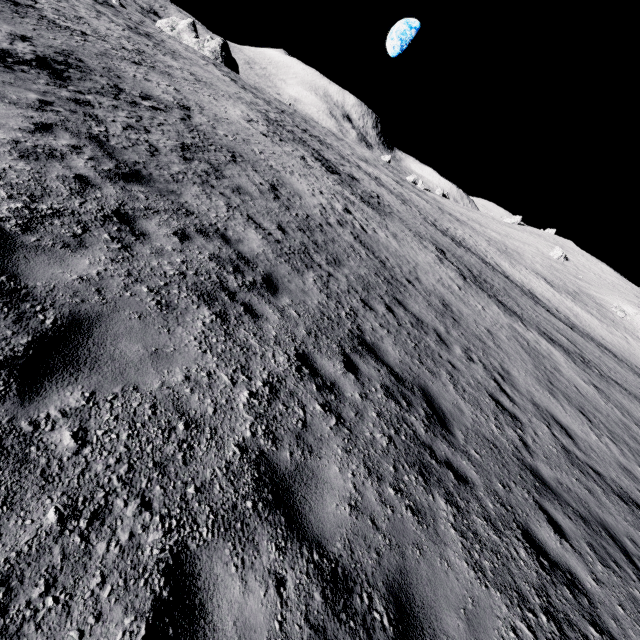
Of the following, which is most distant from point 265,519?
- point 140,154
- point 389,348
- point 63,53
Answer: point 63,53
